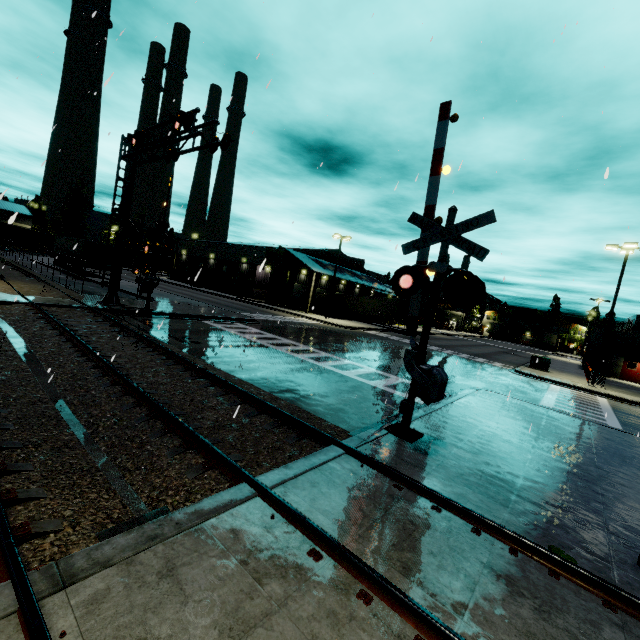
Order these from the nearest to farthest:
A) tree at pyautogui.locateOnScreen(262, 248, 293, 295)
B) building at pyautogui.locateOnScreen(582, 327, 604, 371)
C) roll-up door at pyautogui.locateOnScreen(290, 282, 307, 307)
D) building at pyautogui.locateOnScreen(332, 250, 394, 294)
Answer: building at pyautogui.locateOnScreen(582, 327, 604, 371) < tree at pyautogui.locateOnScreen(262, 248, 293, 295) < roll-up door at pyautogui.locateOnScreen(290, 282, 307, 307) < building at pyautogui.locateOnScreen(332, 250, 394, 294)

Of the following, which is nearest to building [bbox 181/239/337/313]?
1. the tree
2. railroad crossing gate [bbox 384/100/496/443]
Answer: the tree

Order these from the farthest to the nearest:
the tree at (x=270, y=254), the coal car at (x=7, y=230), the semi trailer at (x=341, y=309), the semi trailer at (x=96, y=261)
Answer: the coal car at (x=7, y=230), the tree at (x=270, y=254), the semi trailer at (x=341, y=309), the semi trailer at (x=96, y=261)

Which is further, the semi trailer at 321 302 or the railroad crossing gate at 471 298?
the semi trailer at 321 302

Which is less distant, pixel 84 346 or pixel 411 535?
pixel 411 535

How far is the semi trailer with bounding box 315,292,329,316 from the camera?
48.6 meters

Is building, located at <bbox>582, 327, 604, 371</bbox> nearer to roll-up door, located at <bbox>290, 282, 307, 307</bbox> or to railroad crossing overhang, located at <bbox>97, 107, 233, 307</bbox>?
roll-up door, located at <bbox>290, 282, 307, 307</bbox>

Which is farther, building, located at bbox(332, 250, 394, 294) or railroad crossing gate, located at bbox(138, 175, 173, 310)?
building, located at bbox(332, 250, 394, 294)
